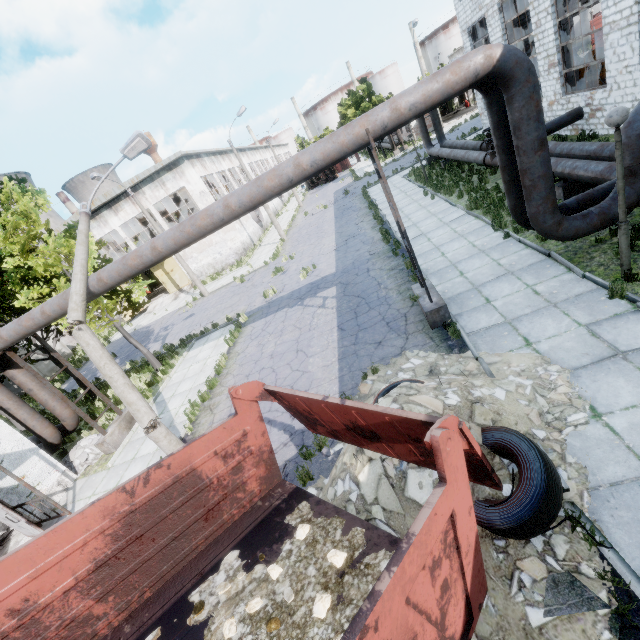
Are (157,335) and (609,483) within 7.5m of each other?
no

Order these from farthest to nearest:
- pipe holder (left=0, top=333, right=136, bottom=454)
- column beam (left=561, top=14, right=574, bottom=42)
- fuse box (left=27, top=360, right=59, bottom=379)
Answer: fuse box (left=27, top=360, right=59, bottom=379) < column beam (left=561, top=14, right=574, bottom=42) < pipe holder (left=0, top=333, right=136, bottom=454)

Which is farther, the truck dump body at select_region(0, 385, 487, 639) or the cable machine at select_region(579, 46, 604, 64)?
the cable machine at select_region(579, 46, 604, 64)

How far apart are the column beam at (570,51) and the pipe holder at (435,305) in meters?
14.4

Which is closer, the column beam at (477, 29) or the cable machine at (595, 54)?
the cable machine at (595, 54)

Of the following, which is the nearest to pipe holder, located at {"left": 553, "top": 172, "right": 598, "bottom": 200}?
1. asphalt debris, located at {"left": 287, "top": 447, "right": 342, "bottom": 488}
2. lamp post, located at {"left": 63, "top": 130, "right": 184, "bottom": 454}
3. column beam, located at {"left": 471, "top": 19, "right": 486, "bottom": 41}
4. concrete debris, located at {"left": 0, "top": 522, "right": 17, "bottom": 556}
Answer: asphalt debris, located at {"left": 287, "top": 447, "right": 342, "bottom": 488}

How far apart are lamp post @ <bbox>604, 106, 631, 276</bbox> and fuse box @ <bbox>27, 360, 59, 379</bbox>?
37.54m

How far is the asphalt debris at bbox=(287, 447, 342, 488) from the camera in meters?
6.5 m
